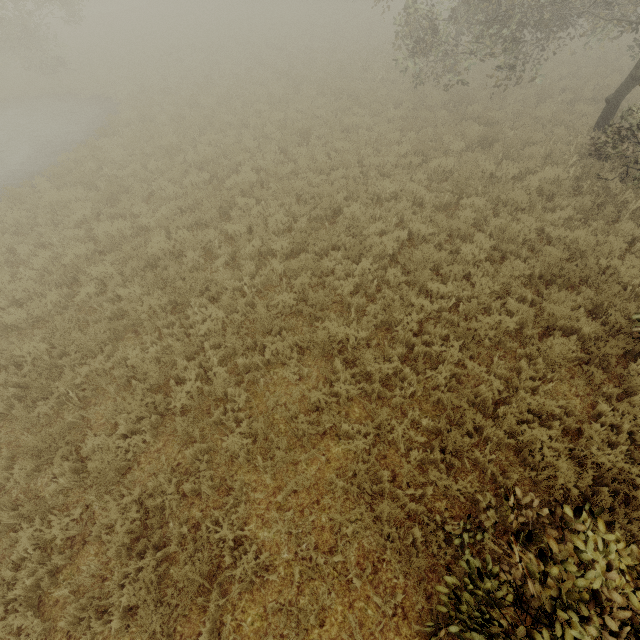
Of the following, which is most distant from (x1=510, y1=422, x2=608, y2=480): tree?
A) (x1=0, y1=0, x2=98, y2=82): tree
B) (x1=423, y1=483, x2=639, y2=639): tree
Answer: (x1=0, y1=0, x2=98, y2=82): tree

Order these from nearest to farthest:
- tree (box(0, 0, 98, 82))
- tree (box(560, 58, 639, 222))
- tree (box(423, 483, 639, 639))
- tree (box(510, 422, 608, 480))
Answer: tree (box(423, 483, 639, 639)), tree (box(510, 422, 608, 480)), tree (box(560, 58, 639, 222)), tree (box(0, 0, 98, 82))

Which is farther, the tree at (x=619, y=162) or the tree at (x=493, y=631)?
the tree at (x=619, y=162)

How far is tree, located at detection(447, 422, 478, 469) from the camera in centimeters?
447cm

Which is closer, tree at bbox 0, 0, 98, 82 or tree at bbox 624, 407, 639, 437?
tree at bbox 624, 407, 639, 437

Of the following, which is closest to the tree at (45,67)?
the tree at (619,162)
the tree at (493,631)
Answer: the tree at (619,162)

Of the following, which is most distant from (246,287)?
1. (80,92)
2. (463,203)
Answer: (80,92)

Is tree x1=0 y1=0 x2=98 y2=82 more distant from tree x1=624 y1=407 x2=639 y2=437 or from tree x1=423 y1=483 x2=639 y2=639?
tree x1=423 y1=483 x2=639 y2=639
